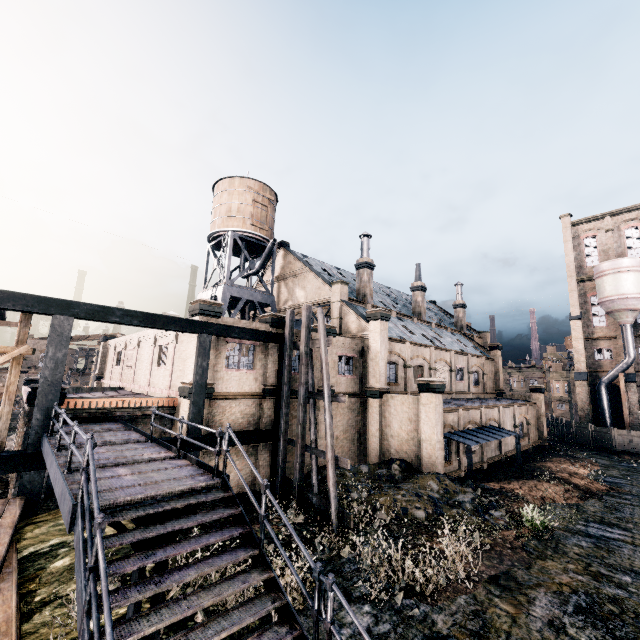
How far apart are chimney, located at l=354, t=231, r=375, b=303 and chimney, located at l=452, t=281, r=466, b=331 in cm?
2203

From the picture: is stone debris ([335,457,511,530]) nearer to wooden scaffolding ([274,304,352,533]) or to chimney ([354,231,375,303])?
wooden scaffolding ([274,304,352,533])

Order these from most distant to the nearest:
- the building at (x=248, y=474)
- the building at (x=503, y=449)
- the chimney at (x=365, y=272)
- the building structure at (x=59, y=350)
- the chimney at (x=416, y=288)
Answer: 1. the chimney at (x=416, y=288)
2. the chimney at (x=365, y=272)
3. the building at (x=503, y=449)
4. the building at (x=248, y=474)
5. the building structure at (x=59, y=350)

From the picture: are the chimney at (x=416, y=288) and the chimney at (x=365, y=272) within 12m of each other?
yes

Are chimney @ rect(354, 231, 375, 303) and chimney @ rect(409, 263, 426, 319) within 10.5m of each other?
yes

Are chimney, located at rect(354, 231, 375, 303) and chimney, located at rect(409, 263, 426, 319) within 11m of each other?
yes

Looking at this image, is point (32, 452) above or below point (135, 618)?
above

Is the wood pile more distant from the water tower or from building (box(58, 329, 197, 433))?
the water tower
